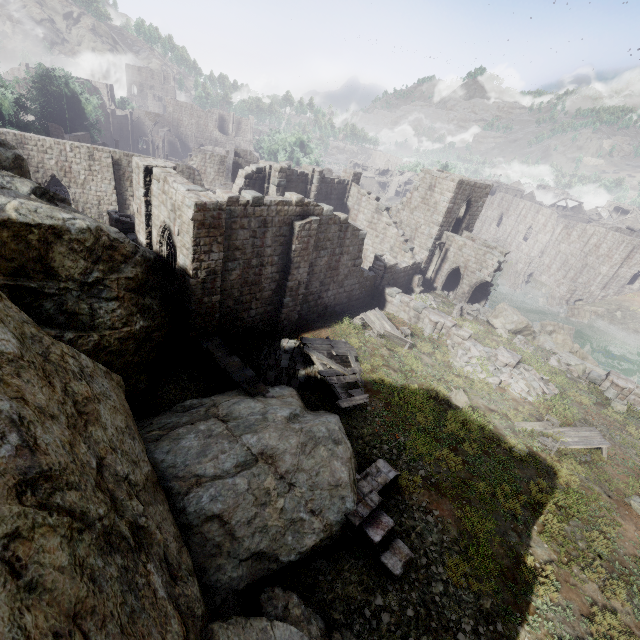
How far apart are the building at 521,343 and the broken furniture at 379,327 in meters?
8.1 m

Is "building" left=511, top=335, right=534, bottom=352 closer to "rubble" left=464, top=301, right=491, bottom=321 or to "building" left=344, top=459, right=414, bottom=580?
"rubble" left=464, top=301, right=491, bottom=321

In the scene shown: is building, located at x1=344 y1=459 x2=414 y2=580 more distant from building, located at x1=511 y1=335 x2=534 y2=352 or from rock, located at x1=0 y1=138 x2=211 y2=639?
building, located at x1=511 y1=335 x2=534 y2=352

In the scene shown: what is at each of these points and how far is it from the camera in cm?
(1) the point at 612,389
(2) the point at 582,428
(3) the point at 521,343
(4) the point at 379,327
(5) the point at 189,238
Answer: (1) building, 1928
(2) broken furniture, 1498
(3) building, 2297
(4) broken furniture, 2056
(5) building, 1197

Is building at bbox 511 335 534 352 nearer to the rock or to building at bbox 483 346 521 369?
building at bbox 483 346 521 369

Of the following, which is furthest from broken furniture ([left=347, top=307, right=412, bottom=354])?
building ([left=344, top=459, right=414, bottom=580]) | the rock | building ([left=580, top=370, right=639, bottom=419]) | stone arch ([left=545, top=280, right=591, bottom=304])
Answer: stone arch ([left=545, top=280, right=591, bottom=304])

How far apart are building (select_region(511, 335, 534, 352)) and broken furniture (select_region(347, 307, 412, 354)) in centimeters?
810cm

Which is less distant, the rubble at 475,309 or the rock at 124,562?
the rock at 124,562
